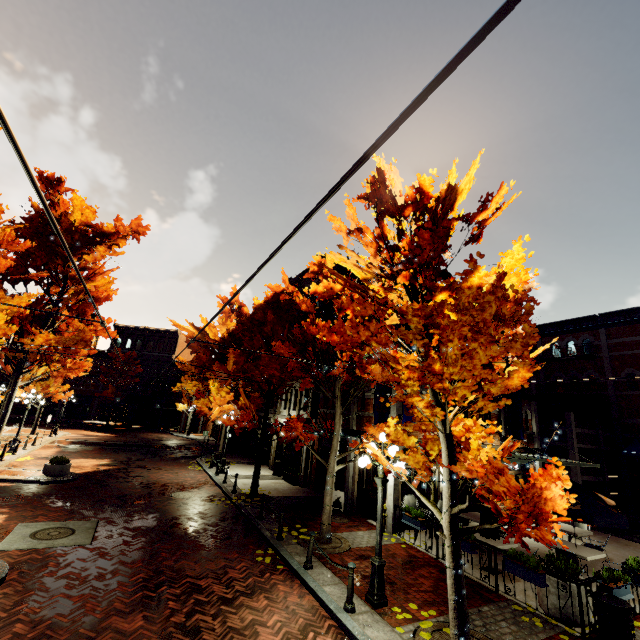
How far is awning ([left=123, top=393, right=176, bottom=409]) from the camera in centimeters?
4303cm

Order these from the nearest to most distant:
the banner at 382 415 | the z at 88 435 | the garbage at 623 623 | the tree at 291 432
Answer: the tree at 291 432 → the garbage at 623 623 → the banner at 382 415 → the z at 88 435

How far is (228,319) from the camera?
26.9m

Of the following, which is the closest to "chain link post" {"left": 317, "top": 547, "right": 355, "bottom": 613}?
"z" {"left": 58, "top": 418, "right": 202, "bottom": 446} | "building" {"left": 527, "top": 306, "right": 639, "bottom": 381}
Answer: "building" {"left": 527, "top": 306, "right": 639, "bottom": 381}

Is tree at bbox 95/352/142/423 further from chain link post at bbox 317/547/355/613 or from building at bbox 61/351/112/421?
chain link post at bbox 317/547/355/613

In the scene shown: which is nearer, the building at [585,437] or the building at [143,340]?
the building at [585,437]

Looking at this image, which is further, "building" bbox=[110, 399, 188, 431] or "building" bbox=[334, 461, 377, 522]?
"building" bbox=[110, 399, 188, 431]

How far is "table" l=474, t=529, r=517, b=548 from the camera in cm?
946
